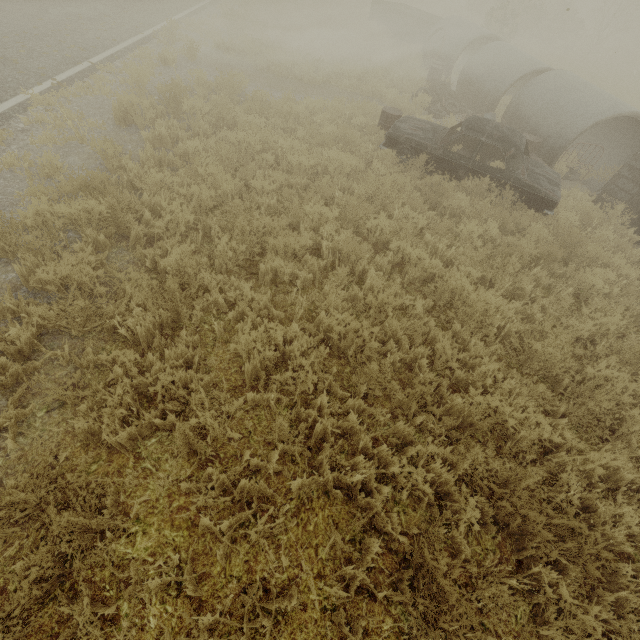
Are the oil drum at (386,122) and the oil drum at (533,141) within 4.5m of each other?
yes

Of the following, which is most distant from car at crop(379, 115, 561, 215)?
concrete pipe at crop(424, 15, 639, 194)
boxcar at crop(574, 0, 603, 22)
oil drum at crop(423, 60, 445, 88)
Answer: boxcar at crop(574, 0, 603, 22)

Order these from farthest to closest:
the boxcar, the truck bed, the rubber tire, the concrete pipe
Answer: the boxcar → the truck bed → the rubber tire → the concrete pipe

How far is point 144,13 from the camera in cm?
1245

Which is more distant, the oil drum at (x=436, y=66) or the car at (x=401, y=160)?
the oil drum at (x=436, y=66)

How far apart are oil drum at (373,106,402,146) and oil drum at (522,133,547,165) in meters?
3.5

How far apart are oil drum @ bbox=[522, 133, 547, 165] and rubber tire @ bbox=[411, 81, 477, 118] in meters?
4.3

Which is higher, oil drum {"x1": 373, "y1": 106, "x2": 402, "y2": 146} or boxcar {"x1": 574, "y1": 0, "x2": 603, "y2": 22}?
boxcar {"x1": 574, "y1": 0, "x2": 603, "y2": 22}
